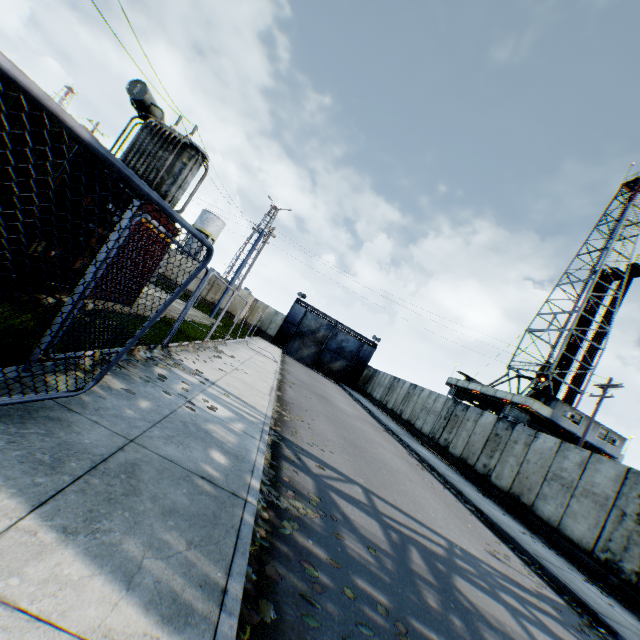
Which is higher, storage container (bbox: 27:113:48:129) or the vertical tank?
the vertical tank

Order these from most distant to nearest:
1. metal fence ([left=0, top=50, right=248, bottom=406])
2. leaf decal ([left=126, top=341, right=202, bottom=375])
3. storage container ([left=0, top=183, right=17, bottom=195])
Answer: leaf decal ([left=126, top=341, right=202, bottom=375])
storage container ([left=0, top=183, right=17, bottom=195])
metal fence ([left=0, top=50, right=248, bottom=406])

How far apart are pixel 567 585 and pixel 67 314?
Answer: 10.85m

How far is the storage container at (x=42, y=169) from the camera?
5.1m

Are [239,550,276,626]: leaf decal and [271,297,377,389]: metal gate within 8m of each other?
no

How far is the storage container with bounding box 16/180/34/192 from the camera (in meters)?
5.00

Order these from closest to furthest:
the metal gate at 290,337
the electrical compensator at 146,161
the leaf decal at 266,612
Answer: the leaf decal at 266,612 → the electrical compensator at 146,161 → the metal gate at 290,337

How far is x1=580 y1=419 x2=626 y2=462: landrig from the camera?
26.05m
